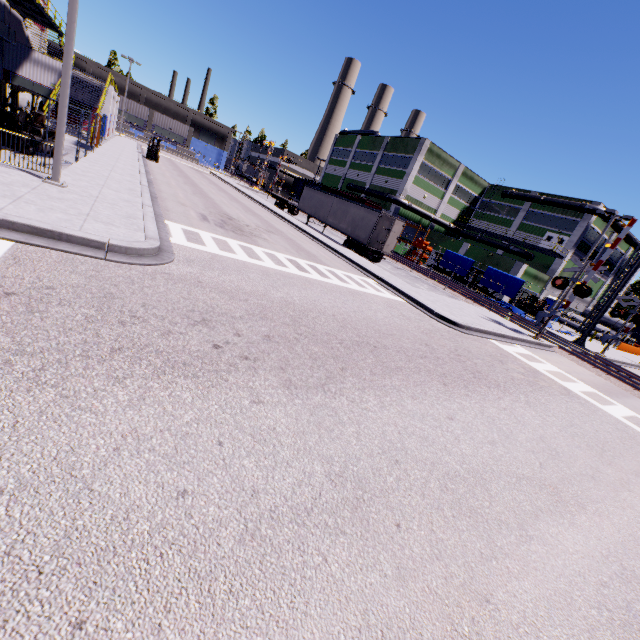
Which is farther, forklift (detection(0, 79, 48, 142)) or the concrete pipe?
the concrete pipe

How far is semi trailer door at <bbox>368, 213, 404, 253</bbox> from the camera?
24.23m

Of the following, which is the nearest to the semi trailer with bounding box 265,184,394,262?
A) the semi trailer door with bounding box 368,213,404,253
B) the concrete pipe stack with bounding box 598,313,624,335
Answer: the semi trailer door with bounding box 368,213,404,253

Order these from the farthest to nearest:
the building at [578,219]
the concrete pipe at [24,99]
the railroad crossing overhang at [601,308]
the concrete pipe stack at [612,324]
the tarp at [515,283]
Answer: the concrete pipe stack at [612,324] < the building at [578,219] < the tarp at [515,283] < the railroad crossing overhang at [601,308] < the concrete pipe at [24,99]

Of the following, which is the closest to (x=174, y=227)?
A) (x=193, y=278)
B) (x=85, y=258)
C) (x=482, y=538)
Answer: (x=193, y=278)

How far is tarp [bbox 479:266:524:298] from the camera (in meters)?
30.08

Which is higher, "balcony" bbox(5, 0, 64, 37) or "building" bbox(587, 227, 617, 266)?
"building" bbox(587, 227, 617, 266)

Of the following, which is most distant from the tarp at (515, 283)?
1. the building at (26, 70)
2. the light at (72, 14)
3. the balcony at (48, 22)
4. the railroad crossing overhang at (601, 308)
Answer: the light at (72, 14)
